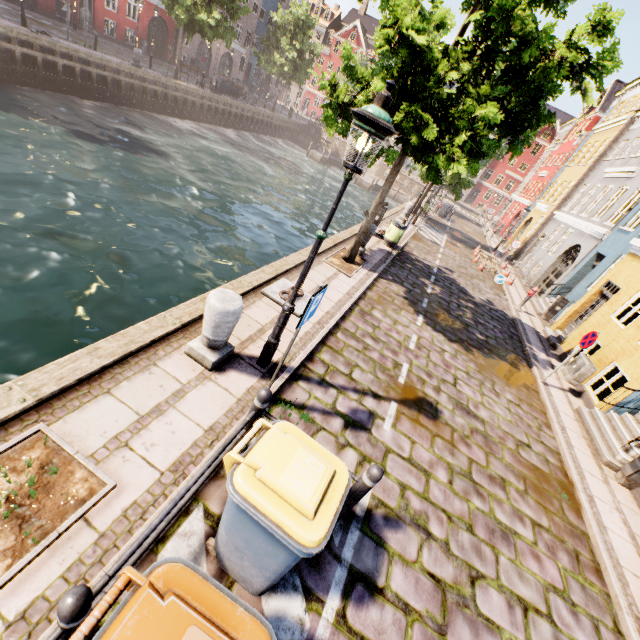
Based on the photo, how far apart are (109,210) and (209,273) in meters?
4.3 m

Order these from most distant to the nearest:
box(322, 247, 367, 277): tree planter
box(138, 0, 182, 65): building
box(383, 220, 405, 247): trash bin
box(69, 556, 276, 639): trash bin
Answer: box(138, 0, 182, 65): building → box(383, 220, 405, 247): trash bin → box(322, 247, 367, 277): tree planter → box(69, 556, 276, 639): trash bin

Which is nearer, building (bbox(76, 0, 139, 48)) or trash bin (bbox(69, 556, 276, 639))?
trash bin (bbox(69, 556, 276, 639))

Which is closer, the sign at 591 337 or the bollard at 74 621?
the bollard at 74 621

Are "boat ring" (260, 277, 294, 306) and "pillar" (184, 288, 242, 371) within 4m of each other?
yes

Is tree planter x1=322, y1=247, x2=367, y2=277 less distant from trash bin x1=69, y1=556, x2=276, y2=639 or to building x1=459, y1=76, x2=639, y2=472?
trash bin x1=69, y1=556, x2=276, y2=639

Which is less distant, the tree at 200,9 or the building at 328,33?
the tree at 200,9

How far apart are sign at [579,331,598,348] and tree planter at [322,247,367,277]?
6.35m
